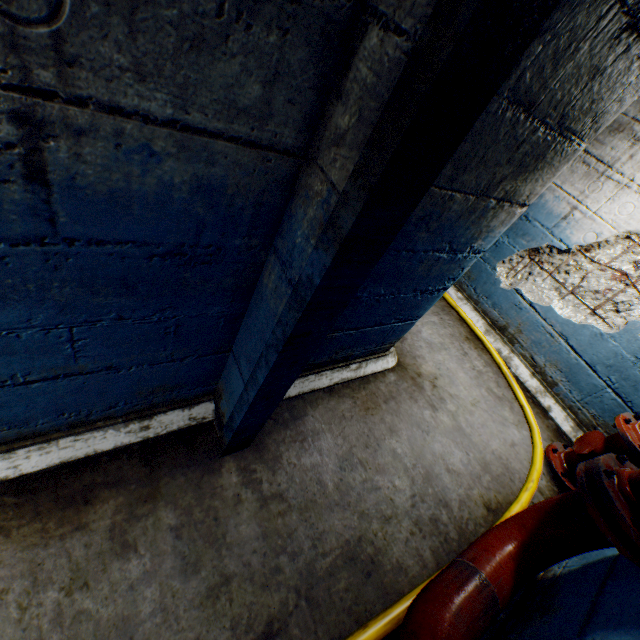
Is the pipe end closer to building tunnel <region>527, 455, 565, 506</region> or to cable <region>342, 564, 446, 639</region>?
building tunnel <region>527, 455, 565, 506</region>

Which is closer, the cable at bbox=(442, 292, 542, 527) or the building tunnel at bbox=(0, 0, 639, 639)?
the building tunnel at bbox=(0, 0, 639, 639)

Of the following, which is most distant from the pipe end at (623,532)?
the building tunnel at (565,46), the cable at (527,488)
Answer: the cable at (527,488)

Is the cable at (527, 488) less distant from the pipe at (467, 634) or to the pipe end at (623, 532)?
the pipe at (467, 634)

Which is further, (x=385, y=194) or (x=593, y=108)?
(x=593, y=108)

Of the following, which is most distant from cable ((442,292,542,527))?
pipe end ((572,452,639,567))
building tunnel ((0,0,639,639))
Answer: pipe end ((572,452,639,567))

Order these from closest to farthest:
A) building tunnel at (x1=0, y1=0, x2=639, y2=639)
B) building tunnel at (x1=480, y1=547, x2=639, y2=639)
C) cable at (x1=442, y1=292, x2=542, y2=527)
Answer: building tunnel at (x1=0, y1=0, x2=639, y2=639) < building tunnel at (x1=480, y1=547, x2=639, y2=639) < cable at (x1=442, y1=292, x2=542, y2=527)
